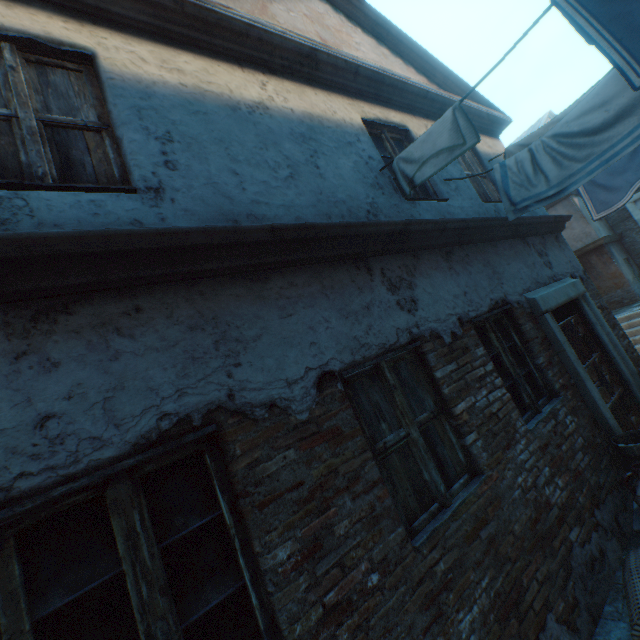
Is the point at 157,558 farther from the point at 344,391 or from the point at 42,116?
the point at 42,116

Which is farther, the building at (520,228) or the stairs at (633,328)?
the stairs at (633,328)

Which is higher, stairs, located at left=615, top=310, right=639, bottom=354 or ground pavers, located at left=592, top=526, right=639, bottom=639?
stairs, located at left=615, top=310, right=639, bottom=354

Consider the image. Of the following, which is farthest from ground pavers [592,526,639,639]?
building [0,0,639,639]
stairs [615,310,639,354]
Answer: stairs [615,310,639,354]

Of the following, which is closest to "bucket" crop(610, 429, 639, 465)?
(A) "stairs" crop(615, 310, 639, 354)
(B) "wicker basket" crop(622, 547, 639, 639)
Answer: (B) "wicker basket" crop(622, 547, 639, 639)

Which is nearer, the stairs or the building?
the building

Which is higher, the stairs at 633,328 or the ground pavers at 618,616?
the stairs at 633,328

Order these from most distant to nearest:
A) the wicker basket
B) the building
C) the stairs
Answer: the stairs
the wicker basket
the building
